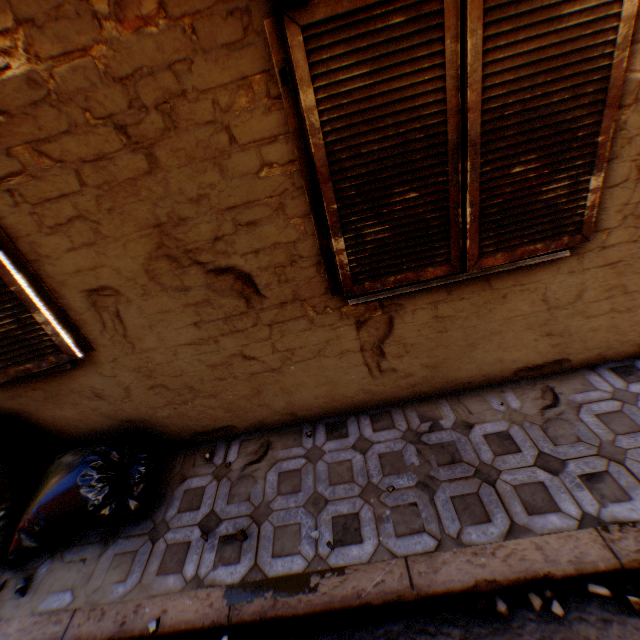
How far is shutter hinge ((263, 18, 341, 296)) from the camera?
1.62m

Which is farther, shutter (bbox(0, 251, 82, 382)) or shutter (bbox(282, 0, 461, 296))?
shutter (bbox(0, 251, 82, 382))

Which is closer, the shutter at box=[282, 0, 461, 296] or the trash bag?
the shutter at box=[282, 0, 461, 296]

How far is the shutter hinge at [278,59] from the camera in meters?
1.6 m

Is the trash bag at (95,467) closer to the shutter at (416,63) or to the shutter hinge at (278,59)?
the shutter at (416,63)

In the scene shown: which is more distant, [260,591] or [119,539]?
[119,539]

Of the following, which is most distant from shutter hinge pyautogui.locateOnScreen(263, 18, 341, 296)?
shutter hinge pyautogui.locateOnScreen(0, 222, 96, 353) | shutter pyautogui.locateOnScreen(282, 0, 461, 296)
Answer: shutter hinge pyautogui.locateOnScreen(0, 222, 96, 353)

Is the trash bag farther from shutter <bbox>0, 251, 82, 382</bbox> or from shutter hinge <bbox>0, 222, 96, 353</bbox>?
shutter hinge <bbox>0, 222, 96, 353</bbox>
